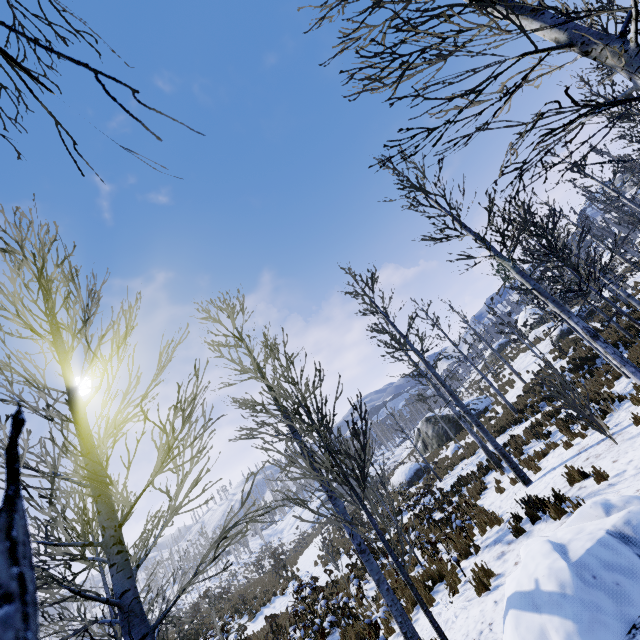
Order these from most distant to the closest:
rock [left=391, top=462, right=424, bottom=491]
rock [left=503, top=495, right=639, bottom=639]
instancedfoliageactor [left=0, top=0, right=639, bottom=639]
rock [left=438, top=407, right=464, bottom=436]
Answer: rock [left=438, top=407, right=464, bottom=436] → rock [left=391, top=462, right=424, bottom=491] → rock [left=503, top=495, right=639, bottom=639] → instancedfoliageactor [left=0, top=0, right=639, bottom=639]

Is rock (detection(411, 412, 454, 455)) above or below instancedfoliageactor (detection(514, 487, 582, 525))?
above

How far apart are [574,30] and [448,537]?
9.2m

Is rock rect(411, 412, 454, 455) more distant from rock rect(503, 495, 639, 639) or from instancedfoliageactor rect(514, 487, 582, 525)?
instancedfoliageactor rect(514, 487, 582, 525)

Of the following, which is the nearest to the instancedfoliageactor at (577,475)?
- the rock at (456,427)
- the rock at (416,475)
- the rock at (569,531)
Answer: the rock at (569,531)

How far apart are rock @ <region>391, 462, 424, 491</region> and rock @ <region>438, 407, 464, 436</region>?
4.0m

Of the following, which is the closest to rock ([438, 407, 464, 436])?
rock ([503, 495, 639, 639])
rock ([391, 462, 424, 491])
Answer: rock ([391, 462, 424, 491])

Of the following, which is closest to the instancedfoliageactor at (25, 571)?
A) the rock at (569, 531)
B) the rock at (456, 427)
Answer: the rock at (569, 531)
